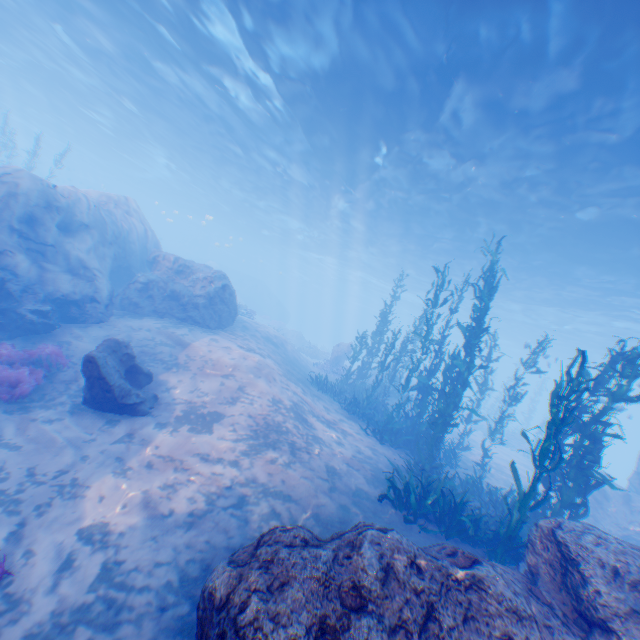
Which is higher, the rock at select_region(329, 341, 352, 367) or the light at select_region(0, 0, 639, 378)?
the light at select_region(0, 0, 639, 378)

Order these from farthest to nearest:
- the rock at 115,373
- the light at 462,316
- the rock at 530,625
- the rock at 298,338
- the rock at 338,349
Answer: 1. the rock at 298,338
2. the light at 462,316
3. the rock at 338,349
4. the rock at 115,373
5. the rock at 530,625

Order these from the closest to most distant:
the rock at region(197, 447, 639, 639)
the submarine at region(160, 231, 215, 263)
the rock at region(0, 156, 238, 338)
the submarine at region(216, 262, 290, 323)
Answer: the rock at region(197, 447, 639, 639) → the rock at region(0, 156, 238, 338) → the submarine at region(216, 262, 290, 323) → the submarine at region(160, 231, 215, 263)

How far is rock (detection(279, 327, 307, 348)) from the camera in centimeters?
3656cm

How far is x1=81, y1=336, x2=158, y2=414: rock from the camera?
7.49m

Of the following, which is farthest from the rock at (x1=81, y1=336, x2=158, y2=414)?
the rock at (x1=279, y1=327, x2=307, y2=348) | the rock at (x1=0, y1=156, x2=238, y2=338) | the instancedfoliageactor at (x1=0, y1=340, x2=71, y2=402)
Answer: the rock at (x1=279, y1=327, x2=307, y2=348)

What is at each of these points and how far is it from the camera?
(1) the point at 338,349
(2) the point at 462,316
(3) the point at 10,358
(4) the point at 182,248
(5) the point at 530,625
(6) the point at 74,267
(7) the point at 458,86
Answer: (1) rock, 25.5m
(2) light, 45.9m
(3) instancedfoliageactor, 8.6m
(4) submarine, 59.3m
(5) rock, 3.7m
(6) rock, 12.0m
(7) light, 11.3m

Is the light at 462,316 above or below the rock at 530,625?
above
